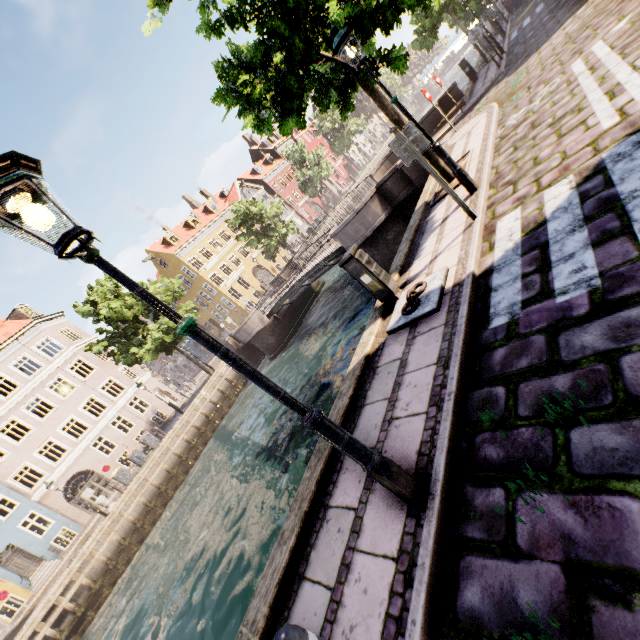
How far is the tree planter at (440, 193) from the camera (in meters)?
7.78

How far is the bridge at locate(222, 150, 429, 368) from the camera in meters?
12.2 m

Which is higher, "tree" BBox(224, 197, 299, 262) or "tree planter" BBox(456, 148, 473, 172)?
"tree" BBox(224, 197, 299, 262)

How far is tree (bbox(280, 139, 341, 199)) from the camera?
40.47m

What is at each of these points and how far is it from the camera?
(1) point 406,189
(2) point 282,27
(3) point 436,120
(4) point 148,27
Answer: (1) bridge, 11.9m
(2) tree, 5.4m
(3) bridge, 16.0m
(4) tree, 7.7m

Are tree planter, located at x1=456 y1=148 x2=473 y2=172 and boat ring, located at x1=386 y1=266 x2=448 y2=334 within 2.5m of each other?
no

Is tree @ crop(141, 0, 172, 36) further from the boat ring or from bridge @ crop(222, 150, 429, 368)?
the boat ring

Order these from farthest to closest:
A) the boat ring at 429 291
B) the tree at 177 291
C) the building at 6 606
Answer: the tree at 177 291
the building at 6 606
the boat ring at 429 291
